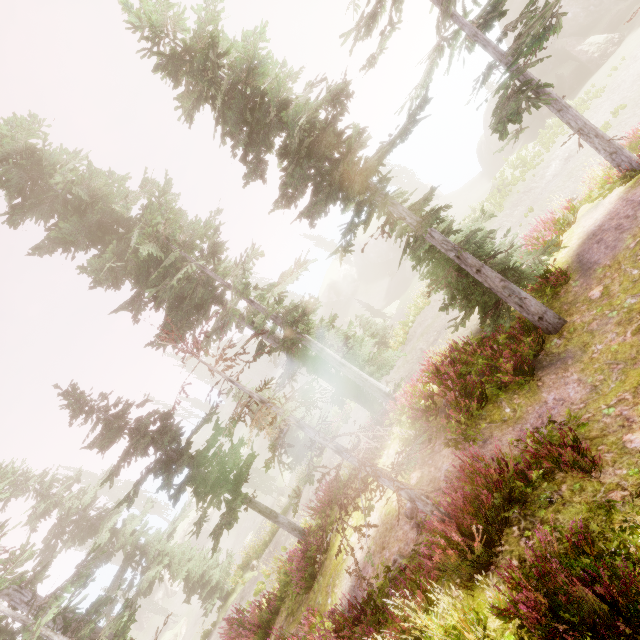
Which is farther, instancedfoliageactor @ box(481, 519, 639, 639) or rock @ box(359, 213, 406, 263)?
rock @ box(359, 213, 406, 263)

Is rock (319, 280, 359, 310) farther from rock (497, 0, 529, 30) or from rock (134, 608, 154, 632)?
rock (497, 0, 529, 30)

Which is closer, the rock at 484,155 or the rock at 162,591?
the rock at 484,155

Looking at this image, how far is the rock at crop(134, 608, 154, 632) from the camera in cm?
4578

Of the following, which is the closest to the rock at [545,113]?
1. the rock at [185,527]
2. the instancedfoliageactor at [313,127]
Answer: the instancedfoliageactor at [313,127]

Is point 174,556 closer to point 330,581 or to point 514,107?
point 330,581

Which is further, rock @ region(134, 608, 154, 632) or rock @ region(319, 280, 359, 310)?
rock @ region(319, 280, 359, 310)

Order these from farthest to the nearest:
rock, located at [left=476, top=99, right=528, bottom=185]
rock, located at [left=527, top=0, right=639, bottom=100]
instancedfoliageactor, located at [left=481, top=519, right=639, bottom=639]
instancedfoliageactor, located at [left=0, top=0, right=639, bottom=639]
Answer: rock, located at [left=476, top=99, right=528, bottom=185], rock, located at [left=527, top=0, right=639, bottom=100], instancedfoliageactor, located at [left=0, top=0, right=639, bottom=639], instancedfoliageactor, located at [left=481, top=519, right=639, bottom=639]
